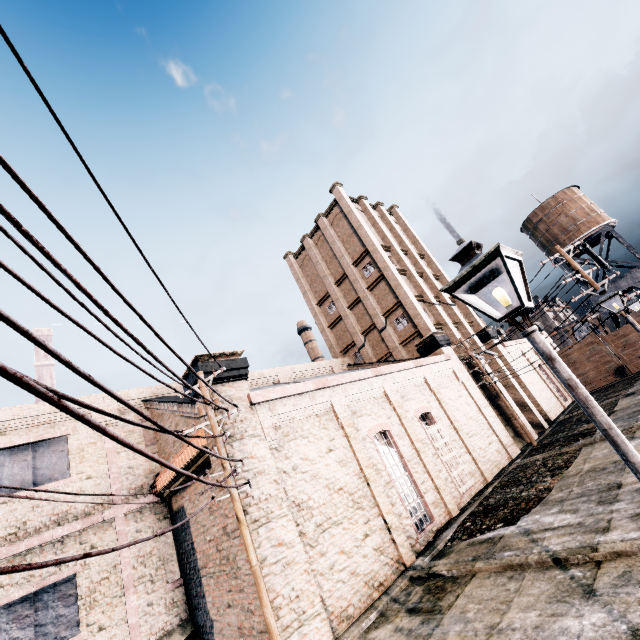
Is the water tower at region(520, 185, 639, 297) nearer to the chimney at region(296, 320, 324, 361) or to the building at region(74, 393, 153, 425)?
the building at region(74, 393, 153, 425)

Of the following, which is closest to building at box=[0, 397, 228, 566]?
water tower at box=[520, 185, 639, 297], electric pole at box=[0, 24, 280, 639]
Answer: electric pole at box=[0, 24, 280, 639]

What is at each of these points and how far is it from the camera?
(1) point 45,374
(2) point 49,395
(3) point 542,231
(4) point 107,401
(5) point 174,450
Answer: (1) building, 57.3m
(2) electric pole, 2.2m
(3) water tower, 43.0m
(4) building, 19.0m
(5) building, 16.9m

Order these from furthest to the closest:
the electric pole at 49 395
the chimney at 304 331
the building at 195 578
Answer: the chimney at 304 331 → the building at 195 578 → the electric pole at 49 395

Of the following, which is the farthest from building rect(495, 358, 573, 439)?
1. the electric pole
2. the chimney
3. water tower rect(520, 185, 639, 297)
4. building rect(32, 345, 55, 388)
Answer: building rect(32, 345, 55, 388)

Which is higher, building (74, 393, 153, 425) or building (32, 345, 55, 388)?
building (32, 345, 55, 388)

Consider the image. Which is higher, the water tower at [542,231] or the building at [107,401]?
the water tower at [542,231]

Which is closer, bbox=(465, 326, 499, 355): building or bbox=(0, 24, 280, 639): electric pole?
bbox=(0, 24, 280, 639): electric pole
